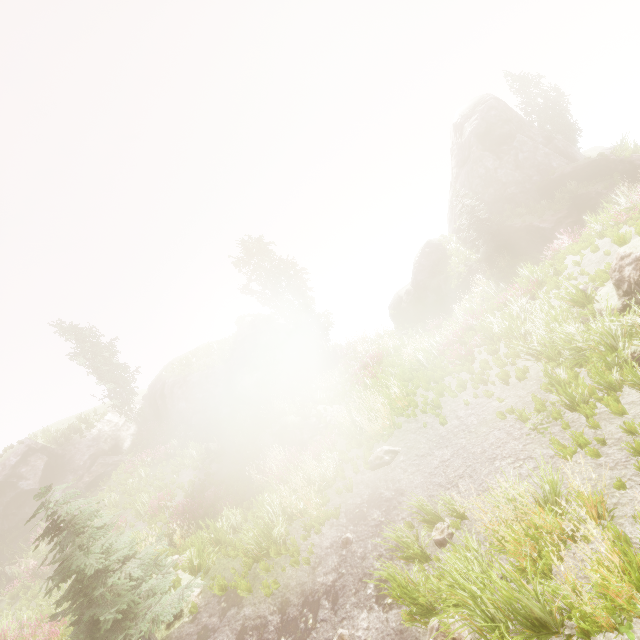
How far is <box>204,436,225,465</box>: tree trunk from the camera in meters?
19.8 m

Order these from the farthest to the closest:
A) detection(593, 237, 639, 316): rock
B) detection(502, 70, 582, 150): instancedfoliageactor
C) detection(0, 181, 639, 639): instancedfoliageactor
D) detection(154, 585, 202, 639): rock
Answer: detection(502, 70, 582, 150): instancedfoliageactor
detection(154, 585, 202, 639): rock
detection(0, 181, 639, 639): instancedfoliageactor
detection(593, 237, 639, 316): rock

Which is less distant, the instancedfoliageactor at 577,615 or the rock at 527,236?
the instancedfoliageactor at 577,615

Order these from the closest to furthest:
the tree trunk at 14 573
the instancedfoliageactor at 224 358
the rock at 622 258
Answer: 1. the rock at 622 258
2. the tree trunk at 14 573
3. the instancedfoliageactor at 224 358

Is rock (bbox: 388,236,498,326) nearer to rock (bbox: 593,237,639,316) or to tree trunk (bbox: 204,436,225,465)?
rock (bbox: 593,237,639,316)

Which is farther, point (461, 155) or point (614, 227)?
point (461, 155)

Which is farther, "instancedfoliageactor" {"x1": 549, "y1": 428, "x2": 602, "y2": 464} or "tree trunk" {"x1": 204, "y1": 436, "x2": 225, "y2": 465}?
"tree trunk" {"x1": 204, "y1": 436, "x2": 225, "y2": 465}

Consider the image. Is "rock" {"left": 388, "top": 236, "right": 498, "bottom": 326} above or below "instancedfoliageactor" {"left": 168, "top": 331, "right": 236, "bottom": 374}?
below
